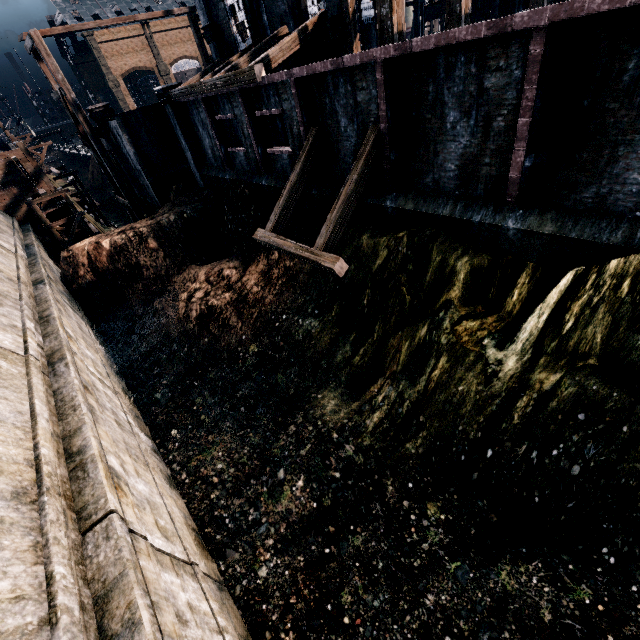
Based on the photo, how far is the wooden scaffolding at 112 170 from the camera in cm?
2112

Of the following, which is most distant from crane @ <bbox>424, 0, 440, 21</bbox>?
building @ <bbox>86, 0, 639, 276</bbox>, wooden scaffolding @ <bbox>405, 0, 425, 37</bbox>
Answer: wooden scaffolding @ <bbox>405, 0, 425, 37</bbox>

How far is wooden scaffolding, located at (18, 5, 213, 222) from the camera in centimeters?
2112cm

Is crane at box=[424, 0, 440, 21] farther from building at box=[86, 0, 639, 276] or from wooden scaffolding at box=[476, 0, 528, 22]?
wooden scaffolding at box=[476, 0, 528, 22]

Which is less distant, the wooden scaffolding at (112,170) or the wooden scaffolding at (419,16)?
the wooden scaffolding at (112,170)

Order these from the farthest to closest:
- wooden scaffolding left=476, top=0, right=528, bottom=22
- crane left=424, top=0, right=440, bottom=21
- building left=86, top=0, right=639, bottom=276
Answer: crane left=424, top=0, right=440, bottom=21 < wooden scaffolding left=476, top=0, right=528, bottom=22 < building left=86, top=0, right=639, bottom=276

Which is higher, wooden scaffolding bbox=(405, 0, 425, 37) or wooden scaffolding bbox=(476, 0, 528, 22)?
wooden scaffolding bbox=(405, 0, 425, 37)

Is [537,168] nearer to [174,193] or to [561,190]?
[561,190]
